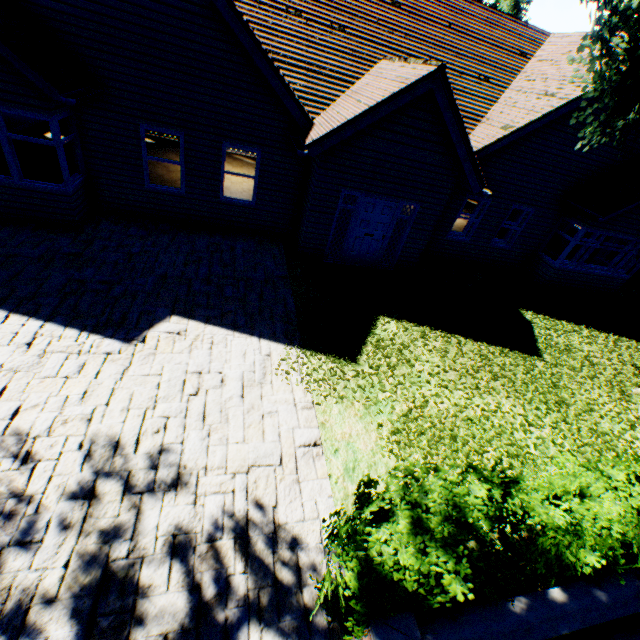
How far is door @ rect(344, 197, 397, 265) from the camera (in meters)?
9.46

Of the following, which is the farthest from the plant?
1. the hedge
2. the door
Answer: the door

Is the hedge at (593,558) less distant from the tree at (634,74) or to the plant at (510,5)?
the tree at (634,74)

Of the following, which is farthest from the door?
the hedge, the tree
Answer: the hedge

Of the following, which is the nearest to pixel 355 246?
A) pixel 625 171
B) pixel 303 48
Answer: pixel 303 48

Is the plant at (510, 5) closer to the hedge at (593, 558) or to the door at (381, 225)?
the hedge at (593, 558)

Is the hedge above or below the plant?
below

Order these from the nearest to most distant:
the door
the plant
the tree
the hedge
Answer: the hedge → the tree → the door → the plant
